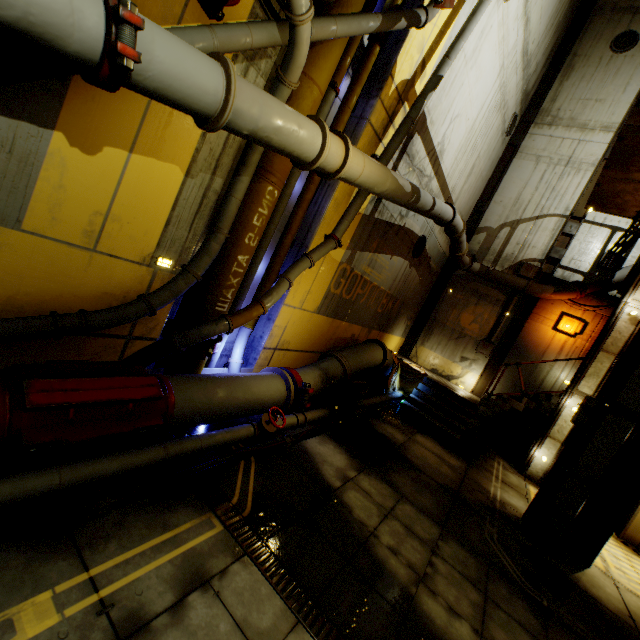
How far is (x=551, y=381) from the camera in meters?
12.0

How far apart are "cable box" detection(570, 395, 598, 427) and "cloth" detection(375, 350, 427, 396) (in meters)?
4.88

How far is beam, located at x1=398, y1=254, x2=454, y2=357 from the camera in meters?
14.3 m

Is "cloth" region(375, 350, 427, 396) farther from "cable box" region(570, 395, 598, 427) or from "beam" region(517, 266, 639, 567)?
"cable box" region(570, 395, 598, 427)

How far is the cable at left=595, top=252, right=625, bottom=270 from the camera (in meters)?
11.33

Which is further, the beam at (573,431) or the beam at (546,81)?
the beam at (546,81)

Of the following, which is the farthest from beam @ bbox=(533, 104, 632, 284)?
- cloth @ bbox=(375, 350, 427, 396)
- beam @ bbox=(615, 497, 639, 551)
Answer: beam @ bbox=(615, 497, 639, 551)

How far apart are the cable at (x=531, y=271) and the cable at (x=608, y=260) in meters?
1.7
